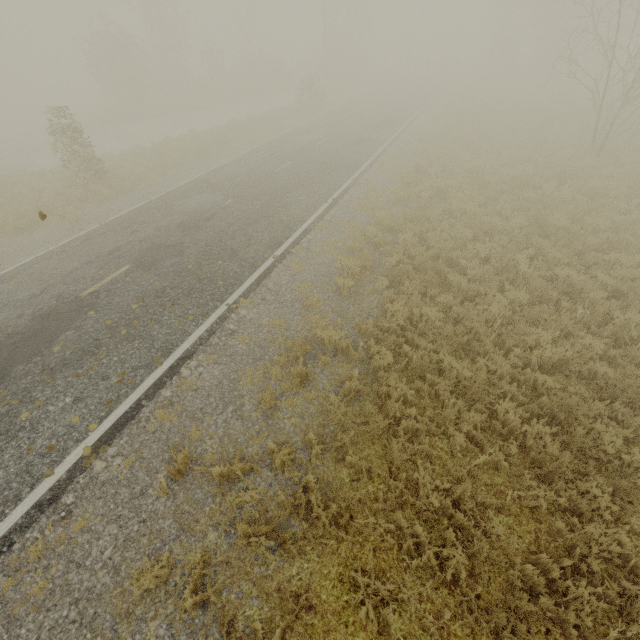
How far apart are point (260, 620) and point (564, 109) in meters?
32.3
